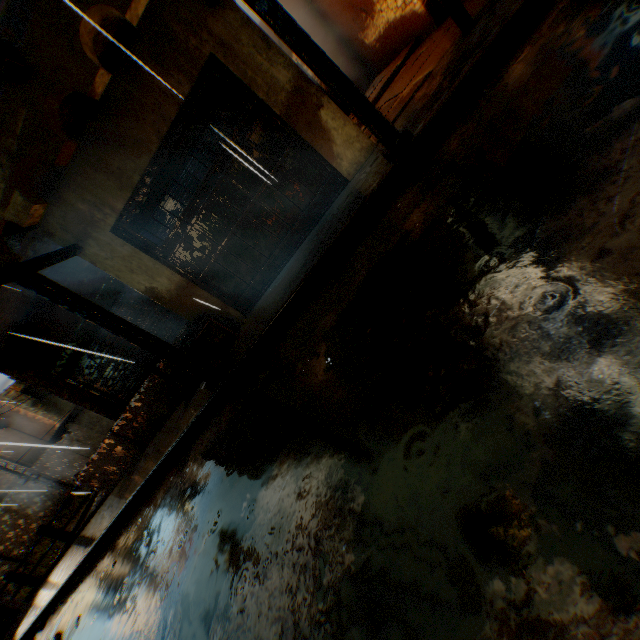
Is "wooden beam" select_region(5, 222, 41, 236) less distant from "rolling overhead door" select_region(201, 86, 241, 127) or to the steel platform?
"rolling overhead door" select_region(201, 86, 241, 127)

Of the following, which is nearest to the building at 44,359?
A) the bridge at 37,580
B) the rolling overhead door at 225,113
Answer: the rolling overhead door at 225,113

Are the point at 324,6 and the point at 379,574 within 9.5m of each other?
no

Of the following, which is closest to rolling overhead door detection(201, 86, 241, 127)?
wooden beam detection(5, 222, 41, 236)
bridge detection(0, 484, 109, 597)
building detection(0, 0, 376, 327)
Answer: building detection(0, 0, 376, 327)

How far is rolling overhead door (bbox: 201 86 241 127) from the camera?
5.2 meters

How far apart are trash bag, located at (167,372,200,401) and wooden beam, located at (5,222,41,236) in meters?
2.9 m

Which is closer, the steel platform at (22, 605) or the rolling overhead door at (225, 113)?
the rolling overhead door at (225, 113)

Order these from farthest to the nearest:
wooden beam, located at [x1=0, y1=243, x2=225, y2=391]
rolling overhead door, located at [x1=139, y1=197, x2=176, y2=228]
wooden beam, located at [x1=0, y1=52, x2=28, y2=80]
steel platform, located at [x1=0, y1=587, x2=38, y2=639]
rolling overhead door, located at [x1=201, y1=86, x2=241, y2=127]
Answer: steel platform, located at [x1=0, y1=587, x2=38, y2=639] → rolling overhead door, located at [x1=139, y1=197, x2=176, y2=228] → rolling overhead door, located at [x1=201, y1=86, x2=241, y2=127] → wooden beam, located at [x1=0, y1=243, x2=225, y2=391] → wooden beam, located at [x1=0, y1=52, x2=28, y2=80]
